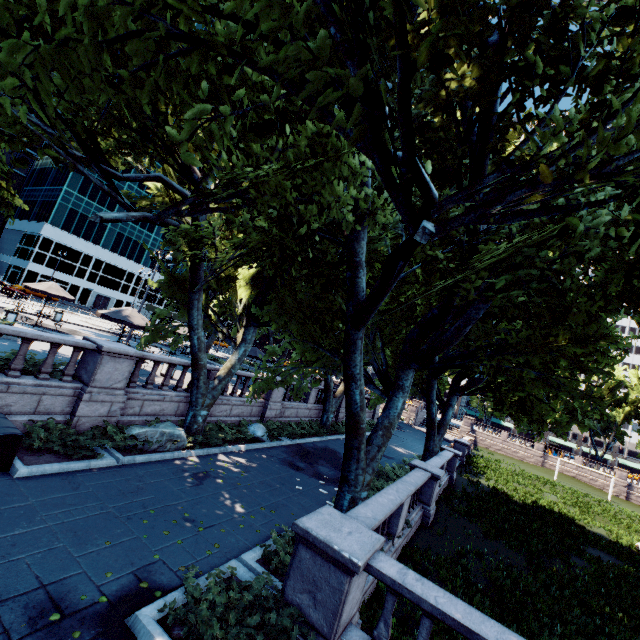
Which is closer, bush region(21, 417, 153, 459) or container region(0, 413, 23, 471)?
container region(0, 413, 23, 471)

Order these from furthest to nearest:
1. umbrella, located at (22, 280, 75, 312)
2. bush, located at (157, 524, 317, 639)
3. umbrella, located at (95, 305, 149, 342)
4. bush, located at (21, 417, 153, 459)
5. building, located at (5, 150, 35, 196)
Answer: building, located at (5, 150, 35, 196) → umbrella, located at (22, 280, 75, 312) → umbrella, located at (95, 305, 149, 342) → bush, located at (21, 417, 153, 459) → bush, located at (157, 524, 317, 639)

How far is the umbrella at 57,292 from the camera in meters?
19.6 m

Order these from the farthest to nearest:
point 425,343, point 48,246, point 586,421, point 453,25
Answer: point 586,421 < point 48,246 < point 425,343 < point 453,25

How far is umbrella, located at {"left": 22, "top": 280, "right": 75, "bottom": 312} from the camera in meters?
19.6

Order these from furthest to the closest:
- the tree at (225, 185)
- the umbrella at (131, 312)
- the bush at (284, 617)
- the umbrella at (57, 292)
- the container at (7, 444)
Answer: the umbrella at (57, 292) → the umbrella at (131, 312) → the container at (7, 444) → the bush at (284, 617) → the tree at (225, 185)

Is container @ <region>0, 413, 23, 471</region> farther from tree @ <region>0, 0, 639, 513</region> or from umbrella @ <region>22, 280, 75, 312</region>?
umbrella @ <region>22, 280, 75, 312</region>

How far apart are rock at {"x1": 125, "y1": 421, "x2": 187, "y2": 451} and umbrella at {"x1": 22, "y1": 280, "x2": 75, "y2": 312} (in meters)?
13.50
